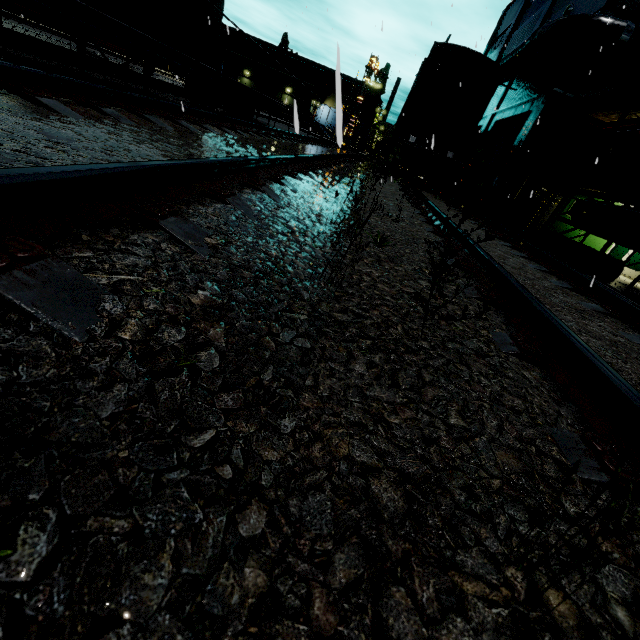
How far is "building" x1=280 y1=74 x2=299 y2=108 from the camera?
56.3 meters

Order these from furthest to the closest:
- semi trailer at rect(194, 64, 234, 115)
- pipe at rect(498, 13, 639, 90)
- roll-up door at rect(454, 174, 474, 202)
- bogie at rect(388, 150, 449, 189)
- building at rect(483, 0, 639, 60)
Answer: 1. roll-up door at rect(454, 174, 474, 202)
2. bogie at rect(388, 150, 449, 189)
3. semi trailer at rect(194, 64, 234, 115)
4. building at rect(483, 0, 639, 60)
5. pipe at rect(498, 13, 639, 90)

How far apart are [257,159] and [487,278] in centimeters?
238cm

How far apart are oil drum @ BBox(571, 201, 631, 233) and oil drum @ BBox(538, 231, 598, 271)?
0.37m

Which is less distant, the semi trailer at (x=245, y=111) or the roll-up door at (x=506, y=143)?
the roll-up door at (x=506, y=143)

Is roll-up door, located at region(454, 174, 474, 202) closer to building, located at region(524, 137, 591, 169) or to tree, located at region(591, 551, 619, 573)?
building, located at region(524, 137, 591, 169)

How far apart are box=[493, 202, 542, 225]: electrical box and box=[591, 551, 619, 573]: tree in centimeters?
1514cm

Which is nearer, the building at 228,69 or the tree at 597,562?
the tree at 597,562
